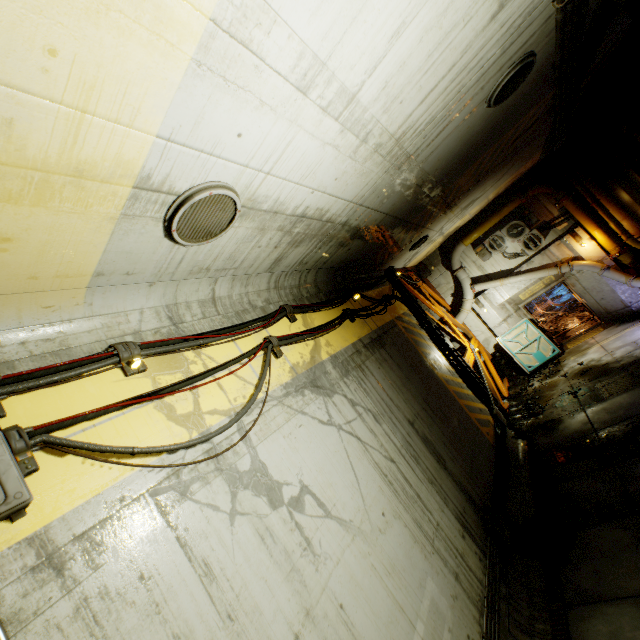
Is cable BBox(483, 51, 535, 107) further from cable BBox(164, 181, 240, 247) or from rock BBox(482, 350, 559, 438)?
rock BBox(482, 350, 559, 438)

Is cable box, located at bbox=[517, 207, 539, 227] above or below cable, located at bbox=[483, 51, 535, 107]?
below

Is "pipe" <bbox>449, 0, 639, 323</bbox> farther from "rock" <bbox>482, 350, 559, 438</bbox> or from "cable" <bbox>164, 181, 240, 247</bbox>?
"cable" <bbox>164, 181, 240, 247</bbox>

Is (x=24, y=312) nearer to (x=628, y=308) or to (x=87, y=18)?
(x=87, y=18)

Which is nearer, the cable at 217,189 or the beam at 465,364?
the cable at 217,189

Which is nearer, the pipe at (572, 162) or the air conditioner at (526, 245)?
the pipe at (572, 162)

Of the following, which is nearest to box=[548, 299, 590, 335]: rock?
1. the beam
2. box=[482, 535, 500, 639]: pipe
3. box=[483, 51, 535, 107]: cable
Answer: the beam

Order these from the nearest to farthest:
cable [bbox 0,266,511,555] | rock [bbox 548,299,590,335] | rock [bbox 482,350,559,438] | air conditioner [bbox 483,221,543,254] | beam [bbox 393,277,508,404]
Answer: cable [bbox 0,266,511,555], rock [bbox 482,350,559,438], beam [bbox 393,277,508,404], air conditioner [bbox 483,221,543,254], rock [bbox 548,299,590,335]
